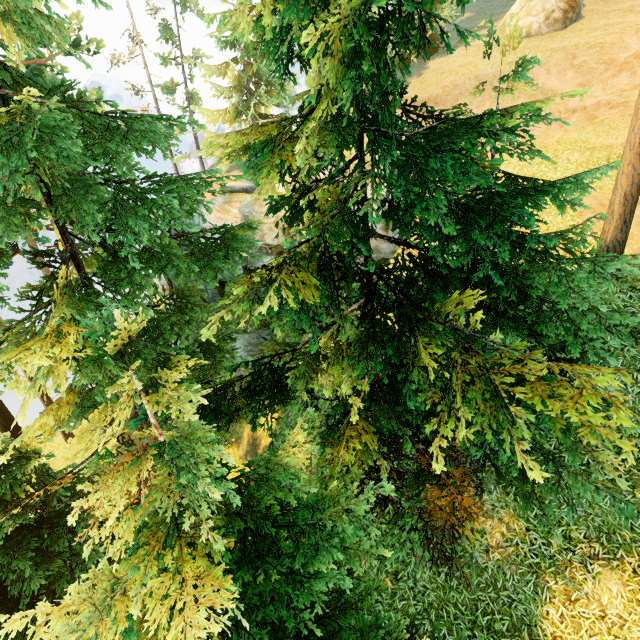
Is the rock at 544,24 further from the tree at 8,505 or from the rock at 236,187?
the rock at 236,187

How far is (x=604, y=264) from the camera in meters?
6.0

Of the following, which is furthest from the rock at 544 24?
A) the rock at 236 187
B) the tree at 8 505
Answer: the rock at 236 187

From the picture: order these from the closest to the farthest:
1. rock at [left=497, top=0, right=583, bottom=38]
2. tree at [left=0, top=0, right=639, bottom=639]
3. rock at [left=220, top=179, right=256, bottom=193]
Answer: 1. tree at [left=0, top=0, right=639, bottom=639]
2. rock at [left=497, top=0, right=583, bottom=38]
3. rock at [left=220, top=179, right=256, bottom=193]

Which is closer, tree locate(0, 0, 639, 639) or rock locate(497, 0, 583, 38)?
tree locate(0, 0, 639, 639)

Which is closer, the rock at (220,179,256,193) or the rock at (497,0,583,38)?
the rock at (497,0,583,38)

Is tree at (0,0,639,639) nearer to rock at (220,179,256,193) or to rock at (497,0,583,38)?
rock at (220,179,256,193)
